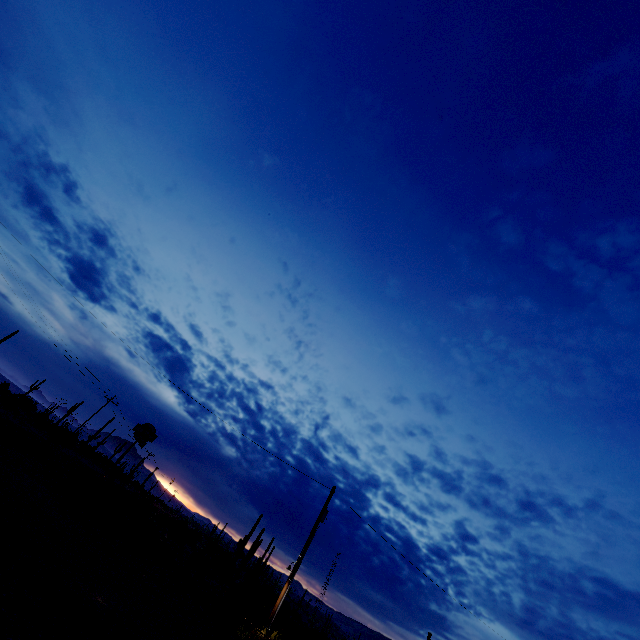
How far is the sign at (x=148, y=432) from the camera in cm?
1801

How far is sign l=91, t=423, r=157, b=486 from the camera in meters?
18.0 m

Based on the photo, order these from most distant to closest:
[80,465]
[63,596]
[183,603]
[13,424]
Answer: [80,465] → [13,424] → [183,603] → [63,596]
